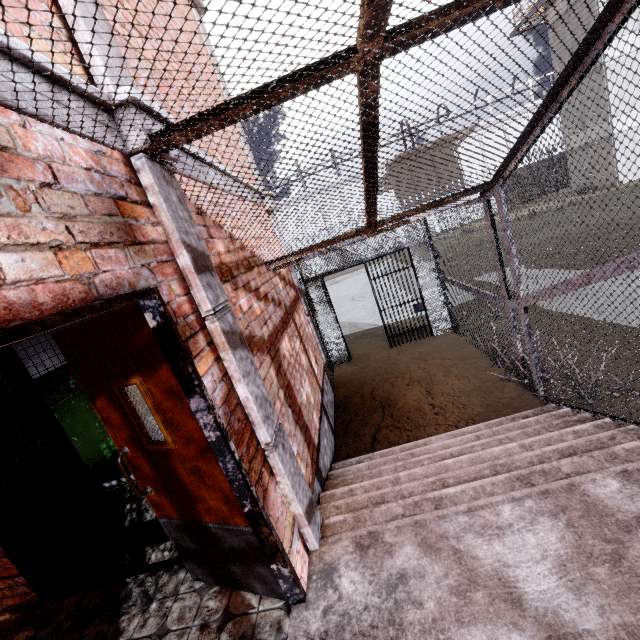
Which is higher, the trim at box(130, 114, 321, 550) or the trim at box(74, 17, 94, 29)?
the trim at box(74, 17, 94, 29)

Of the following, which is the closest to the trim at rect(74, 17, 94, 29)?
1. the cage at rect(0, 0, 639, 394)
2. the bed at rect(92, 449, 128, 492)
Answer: the cage at rect(0, 0, 639, 394)

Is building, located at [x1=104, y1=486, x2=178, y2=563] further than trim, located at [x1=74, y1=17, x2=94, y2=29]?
Yes

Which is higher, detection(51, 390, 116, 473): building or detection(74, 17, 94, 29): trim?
detection(74, 17, 94, 29): trim

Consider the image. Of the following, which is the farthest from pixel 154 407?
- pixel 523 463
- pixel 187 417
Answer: pixel 523 463

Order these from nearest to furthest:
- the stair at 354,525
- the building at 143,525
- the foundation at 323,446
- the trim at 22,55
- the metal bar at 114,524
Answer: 1. the trim at 22,55
2. the stair at 354,525
3. the metal bar at 114,524
4. the building at 143,525
5. the foundation at 323,446

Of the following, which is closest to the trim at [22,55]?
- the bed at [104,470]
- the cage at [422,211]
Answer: the cage at [422,211]
